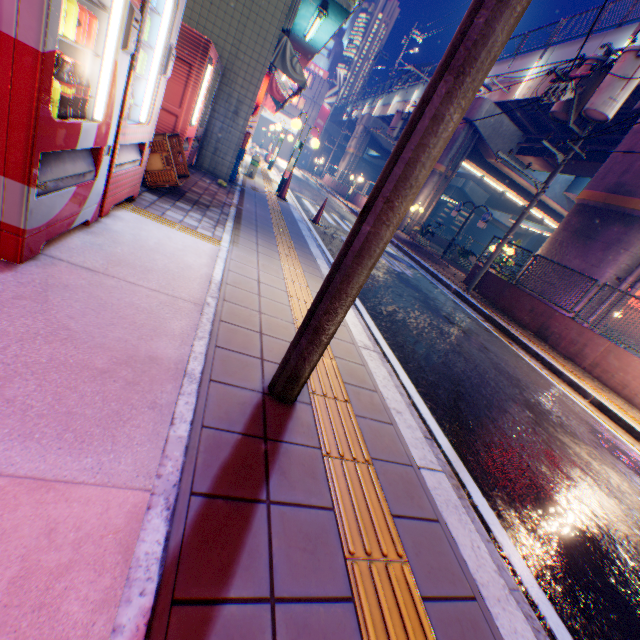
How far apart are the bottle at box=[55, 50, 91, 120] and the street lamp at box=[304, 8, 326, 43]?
7.54m

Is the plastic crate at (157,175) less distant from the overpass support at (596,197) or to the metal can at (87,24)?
the metal can at (87,24)

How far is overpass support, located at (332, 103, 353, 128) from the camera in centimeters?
5067cm

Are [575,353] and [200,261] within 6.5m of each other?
no

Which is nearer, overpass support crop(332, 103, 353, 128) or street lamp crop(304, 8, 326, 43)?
street lamp crop(304, 8, 326, 43)

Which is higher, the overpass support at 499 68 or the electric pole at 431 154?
the overpass support at 499 68

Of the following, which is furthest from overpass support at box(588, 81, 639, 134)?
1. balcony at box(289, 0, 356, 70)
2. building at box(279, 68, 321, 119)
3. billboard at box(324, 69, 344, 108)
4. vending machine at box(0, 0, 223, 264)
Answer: vending machine at box(0, 0, 223, 264)
